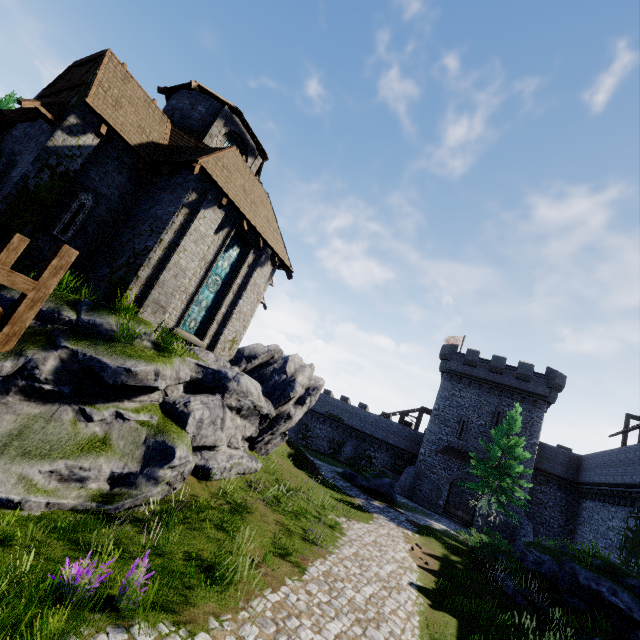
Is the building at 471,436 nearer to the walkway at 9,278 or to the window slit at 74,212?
the window slit at 74,212

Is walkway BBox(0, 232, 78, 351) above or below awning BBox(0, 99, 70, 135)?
below

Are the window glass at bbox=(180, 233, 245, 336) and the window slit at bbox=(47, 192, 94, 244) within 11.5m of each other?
yes

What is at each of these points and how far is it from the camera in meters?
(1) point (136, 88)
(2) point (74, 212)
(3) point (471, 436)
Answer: (1) building, 13.2
(2) window slit, 11.2
(3) building, 32.9

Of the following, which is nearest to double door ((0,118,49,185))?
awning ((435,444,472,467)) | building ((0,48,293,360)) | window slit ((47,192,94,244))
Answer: building ((0,48,293,360))

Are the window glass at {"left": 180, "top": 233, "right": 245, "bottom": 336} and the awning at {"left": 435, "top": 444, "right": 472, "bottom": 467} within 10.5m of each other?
no

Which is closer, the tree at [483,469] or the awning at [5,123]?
the awning at [5,123]

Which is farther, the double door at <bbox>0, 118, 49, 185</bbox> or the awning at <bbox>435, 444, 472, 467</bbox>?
the awning at <bbox>435, 444, 472, 467</bbox>
